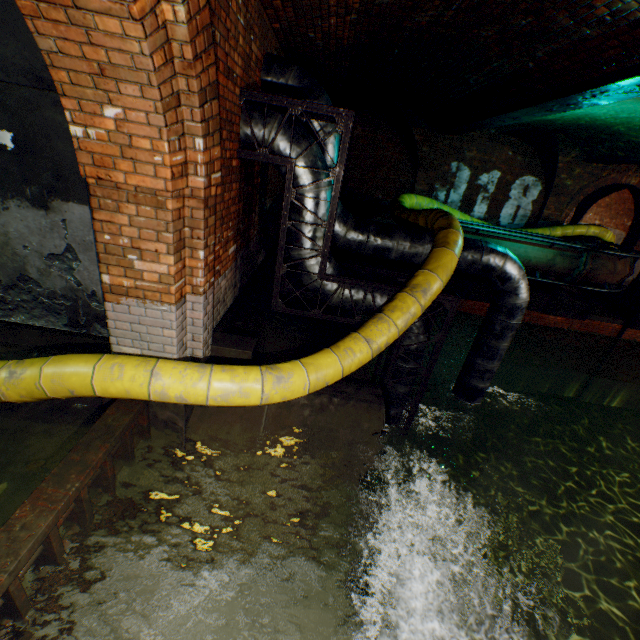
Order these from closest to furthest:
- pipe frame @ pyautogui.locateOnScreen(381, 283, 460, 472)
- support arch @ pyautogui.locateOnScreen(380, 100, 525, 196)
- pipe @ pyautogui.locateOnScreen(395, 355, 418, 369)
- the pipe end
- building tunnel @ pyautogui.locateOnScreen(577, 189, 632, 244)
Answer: pipe frame @ pyautogui.locateOnScreen(381, 283, 460, 472) < pipe @ pyautogui.locateOnScreen(395, 355, 418, 369) < the pipe end < support arch @ pyautogui.locateOnScreen(380, 100, 525, 196) < building tunnel @ pyautogui.locateOnScreen(577, 189, 632, 244)

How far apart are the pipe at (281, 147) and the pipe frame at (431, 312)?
0.04m

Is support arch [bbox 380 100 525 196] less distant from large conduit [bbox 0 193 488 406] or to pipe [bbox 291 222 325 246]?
large conduit [bbox 0 193 488 406]

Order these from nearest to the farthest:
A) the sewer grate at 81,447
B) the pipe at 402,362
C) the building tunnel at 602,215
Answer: the sewer grate at 81,447, the pipe at 402,362, the building tunnel at 602,215

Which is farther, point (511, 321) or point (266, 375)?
point (511, 321)

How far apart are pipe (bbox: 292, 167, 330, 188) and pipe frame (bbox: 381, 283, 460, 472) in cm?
4

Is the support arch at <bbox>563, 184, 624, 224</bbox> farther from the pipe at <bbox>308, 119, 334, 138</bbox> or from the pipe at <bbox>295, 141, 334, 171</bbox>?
the pipe at <bbox>295, 141, 334, 171</bbox>

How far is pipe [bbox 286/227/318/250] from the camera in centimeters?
447cm
